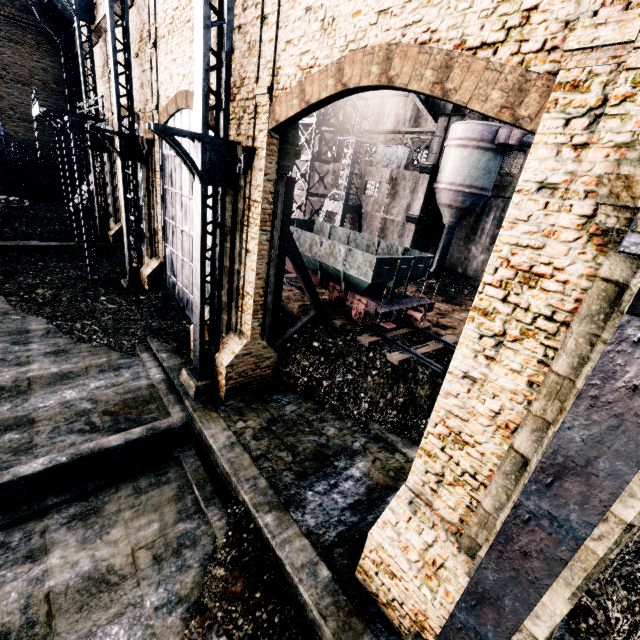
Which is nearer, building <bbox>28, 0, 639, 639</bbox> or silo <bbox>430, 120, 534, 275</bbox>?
building <bbox>28, 0, 639, 639</bbox>

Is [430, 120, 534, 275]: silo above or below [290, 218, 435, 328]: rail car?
above

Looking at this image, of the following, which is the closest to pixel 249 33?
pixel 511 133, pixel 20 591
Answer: pixel 20 591

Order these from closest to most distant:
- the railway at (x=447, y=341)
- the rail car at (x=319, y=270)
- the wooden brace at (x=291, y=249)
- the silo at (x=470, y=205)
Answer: the wooden brace at (x=291, y=249) < the railway at (x=447, y=341) < the rail car at (x=319, y=270) < the silo at (x=470, y=205)

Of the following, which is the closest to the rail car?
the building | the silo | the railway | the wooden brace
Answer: the railway

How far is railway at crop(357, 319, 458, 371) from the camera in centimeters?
1455cm

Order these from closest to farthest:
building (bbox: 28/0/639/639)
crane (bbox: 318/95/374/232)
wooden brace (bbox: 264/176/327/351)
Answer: building (bbox: 28/0/639/639) → wooden brace (bbox: 264/176/327/351) → crane (bbox: 318/95/374/232)

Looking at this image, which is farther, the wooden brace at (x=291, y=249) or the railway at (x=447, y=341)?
the railway at (x=447, y=341)
